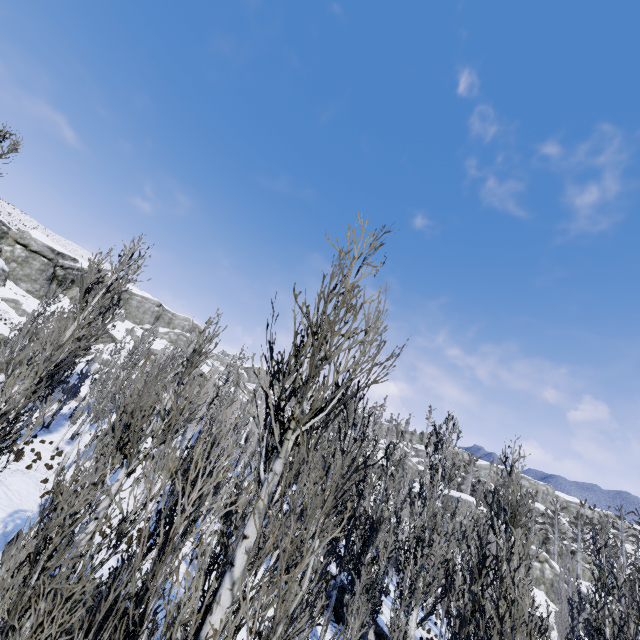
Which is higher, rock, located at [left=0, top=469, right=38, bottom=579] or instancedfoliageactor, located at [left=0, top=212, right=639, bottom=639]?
instancedfoliageactor, located at [left=0, top=212, right=639, bottom=639]

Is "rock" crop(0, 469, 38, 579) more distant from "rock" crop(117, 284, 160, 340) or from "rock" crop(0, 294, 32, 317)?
"rock" crop(0, 294, 32, 317)

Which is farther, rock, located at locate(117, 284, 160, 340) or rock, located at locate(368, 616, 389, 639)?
rock, located at locate(117, 284, 160, 340)

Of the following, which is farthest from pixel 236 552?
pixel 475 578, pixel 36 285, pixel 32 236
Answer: pixel 32 236

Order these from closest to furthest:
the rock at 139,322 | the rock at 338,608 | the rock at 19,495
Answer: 1. the rock at 19,495
2. the rock at 338,608
3. the rock at 139,322

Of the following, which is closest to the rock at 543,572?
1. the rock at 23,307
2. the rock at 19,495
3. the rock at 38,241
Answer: the rock at 19,495

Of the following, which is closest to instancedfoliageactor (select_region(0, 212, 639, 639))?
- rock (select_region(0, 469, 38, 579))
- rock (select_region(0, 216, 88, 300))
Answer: rock (select_region(0, 469, 38, 579))

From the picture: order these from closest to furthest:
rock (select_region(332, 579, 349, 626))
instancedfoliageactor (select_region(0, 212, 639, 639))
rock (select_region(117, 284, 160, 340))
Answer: instancedfoliageactor (select_region(0, 212, 639, 639))
rock (select_region(332, 579, 349, 626))
rock (select_region(117, 284, 160, 340))
